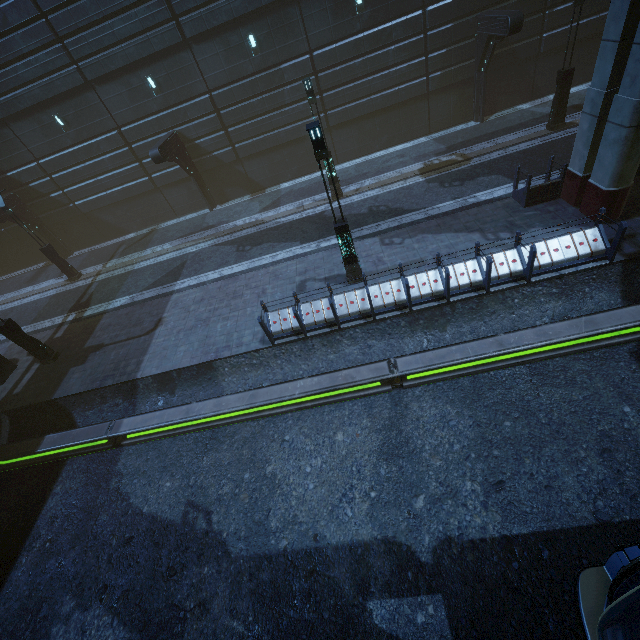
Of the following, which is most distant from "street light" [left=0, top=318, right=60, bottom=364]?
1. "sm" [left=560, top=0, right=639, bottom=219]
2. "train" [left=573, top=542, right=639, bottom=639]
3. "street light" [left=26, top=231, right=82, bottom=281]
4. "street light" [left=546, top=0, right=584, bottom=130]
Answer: "street light" [left=546, top=0, right=584, bottom=130]

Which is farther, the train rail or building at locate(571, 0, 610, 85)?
building at locate(571, 0, 610, 85)

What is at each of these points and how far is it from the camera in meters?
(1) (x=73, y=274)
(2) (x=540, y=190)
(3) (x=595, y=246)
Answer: (1) street light, 20.2 m
(2) building, 12.0 m
(3) building, 9.6 m

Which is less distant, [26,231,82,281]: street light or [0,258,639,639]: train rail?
[0,258,639,639]: train rail

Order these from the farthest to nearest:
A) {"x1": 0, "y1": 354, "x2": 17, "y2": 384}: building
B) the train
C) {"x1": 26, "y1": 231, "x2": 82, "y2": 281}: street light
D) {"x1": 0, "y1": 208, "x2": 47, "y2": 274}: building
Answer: {"x1": 0, "y1": 208, "x2": 47, "y2": 274}: building → {"x1": 26, "y1": 231, "x2": 82, "y2": 281}: street light → {"x1": 0, "y1": 354, "x2": 17, "y2": 384}: building → the train

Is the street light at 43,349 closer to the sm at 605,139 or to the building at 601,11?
the building at 601,11

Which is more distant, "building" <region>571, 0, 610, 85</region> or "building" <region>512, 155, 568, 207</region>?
"building" <region>571, 0, 610, 85</region>

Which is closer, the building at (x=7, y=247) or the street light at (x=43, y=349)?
the street light at (x=43, y=349)
